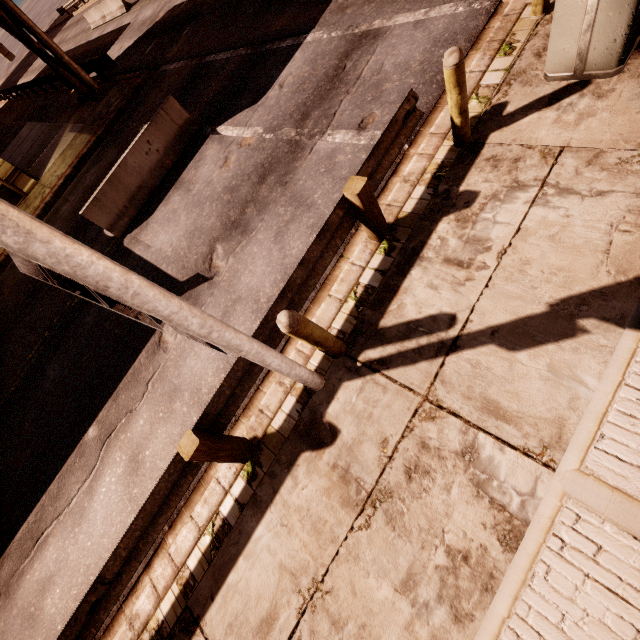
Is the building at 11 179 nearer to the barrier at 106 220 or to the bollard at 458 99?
the barrier at 106 220

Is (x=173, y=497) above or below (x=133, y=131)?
above

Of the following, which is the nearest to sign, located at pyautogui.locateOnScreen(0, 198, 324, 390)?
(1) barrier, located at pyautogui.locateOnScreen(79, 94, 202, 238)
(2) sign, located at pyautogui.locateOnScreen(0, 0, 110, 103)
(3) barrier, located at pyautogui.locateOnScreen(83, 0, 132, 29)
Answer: (1) barrier, located at pyautogui.locateOnScreen(79, 94, 202, 238)

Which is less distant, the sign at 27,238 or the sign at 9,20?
the sign at 27,238

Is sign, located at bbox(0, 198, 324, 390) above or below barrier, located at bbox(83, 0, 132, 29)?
above

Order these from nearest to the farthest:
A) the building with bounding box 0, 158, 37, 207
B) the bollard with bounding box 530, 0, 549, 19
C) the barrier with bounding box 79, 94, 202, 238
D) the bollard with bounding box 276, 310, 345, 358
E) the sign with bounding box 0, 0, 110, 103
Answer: the bollard with bounding box 276, 310, 345, 358 < the bollard with bounding box 530, 0, 549, 19 < the barrier with bounding box 79, 94, 202, 238 < the sign with bounding box 0, 0, 110, 103 < the building with bounding box 0, 158, 37, 207

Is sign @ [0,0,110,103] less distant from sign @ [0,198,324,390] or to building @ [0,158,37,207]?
building @ [0,158,37,207]

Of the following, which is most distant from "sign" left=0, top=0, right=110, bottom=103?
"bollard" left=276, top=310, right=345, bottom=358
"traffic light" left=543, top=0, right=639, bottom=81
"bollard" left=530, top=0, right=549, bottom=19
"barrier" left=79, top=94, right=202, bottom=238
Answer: "bollard" left=276, top=310, right=345, bottom=358
